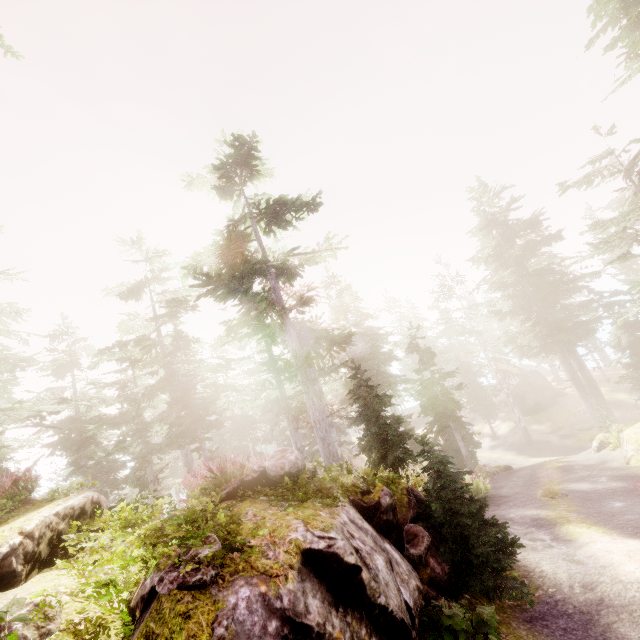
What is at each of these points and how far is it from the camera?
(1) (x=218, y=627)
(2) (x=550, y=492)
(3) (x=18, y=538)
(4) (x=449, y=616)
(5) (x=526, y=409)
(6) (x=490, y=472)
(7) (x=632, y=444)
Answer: (1) instancedfoliageactor, 3.2 meters
(2) rock, 14.9 meters
(3) rock, 4.5 meters
(4) instancedfoliageactor, 5.6 meters
(5) rock, 40.1 meters
(6) rock, 22.9 meters
(7) rock, 17.9 meters

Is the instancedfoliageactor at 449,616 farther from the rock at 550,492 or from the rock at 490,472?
the rock at 550,492

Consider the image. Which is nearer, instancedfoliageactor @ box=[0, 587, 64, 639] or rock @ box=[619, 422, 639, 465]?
instancedfoliageactor @ box=[0, 587, 64, 639]

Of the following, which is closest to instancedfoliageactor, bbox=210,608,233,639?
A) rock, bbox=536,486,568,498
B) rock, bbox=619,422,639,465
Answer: rock, bbox=619,422,639,465

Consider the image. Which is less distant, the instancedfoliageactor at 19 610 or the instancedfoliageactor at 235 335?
the instancedfoliageactor at 19 610

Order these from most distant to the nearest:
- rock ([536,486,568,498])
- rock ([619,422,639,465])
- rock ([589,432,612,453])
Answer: rock ([589,432,612,453]), rock ([619,422,639,465]), rock ([536,486,568,498])

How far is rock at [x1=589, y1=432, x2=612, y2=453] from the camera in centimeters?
2158cm

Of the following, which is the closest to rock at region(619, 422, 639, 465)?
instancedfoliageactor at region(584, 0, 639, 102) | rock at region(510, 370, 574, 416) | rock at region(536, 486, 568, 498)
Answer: instancedfoliageactor at region(584, 0, 639, 102)
